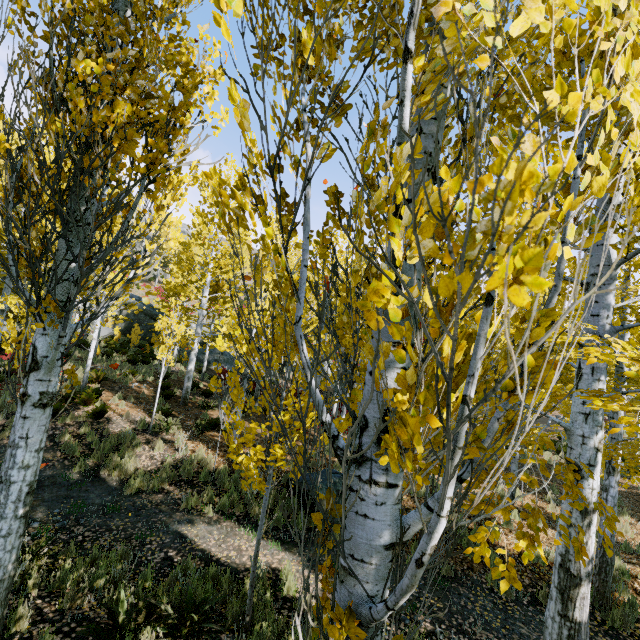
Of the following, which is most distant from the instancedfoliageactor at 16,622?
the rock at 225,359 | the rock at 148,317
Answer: the rock at 225,359

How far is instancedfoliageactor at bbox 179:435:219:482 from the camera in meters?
8.9

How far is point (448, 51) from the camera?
0.9 meters

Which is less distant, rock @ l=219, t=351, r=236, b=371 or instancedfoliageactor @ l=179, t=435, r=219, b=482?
→ instancedfoliageactor @ l=179, t=435, r=219, b=482

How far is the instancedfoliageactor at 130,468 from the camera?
8.27m

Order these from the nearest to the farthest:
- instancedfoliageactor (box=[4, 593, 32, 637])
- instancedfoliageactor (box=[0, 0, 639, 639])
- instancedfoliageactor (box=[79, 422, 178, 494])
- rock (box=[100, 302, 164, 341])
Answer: instancedfoliageactor (box=[0, 0, 639, 639]) → instancedfoliageactor (box=[4, 593, 32, 637]) → instancedfoliageactor (box=[79, 422, 178, 494]) → rock (box=[100, 302, 164, 341])

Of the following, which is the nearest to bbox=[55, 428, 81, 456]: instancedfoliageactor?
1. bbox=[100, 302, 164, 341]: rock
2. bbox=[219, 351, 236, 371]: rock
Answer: bbox=[100, 302, 164, 341]: rock

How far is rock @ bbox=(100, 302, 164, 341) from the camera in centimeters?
2578cm
